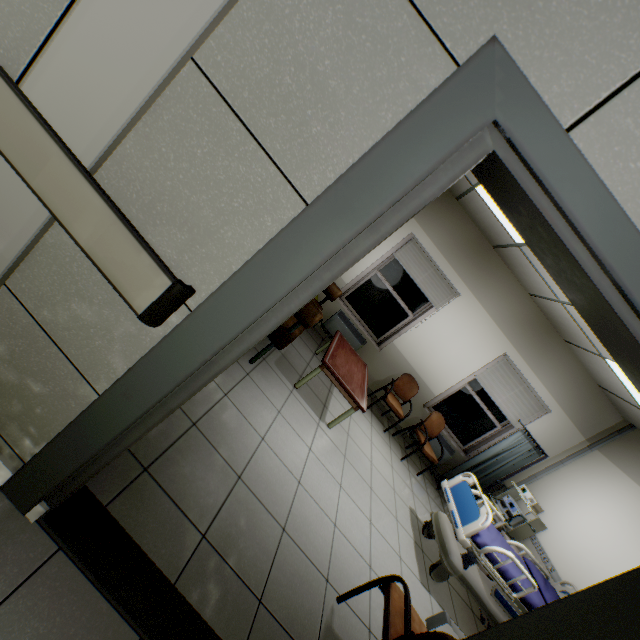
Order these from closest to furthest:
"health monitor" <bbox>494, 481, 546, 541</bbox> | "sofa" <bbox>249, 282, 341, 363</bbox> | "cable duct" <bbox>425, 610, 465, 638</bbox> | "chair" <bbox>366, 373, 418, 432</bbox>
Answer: "cable duct" <bbox>425, 610, 465, 638</bbox>, "sofa" <bbox>249, 282, 341, 363</bbox>, "health monitor" <bbox>494, 481, 546, 541</bbox>, "chair" <bbox>366, 373, 418, 432</bbox>

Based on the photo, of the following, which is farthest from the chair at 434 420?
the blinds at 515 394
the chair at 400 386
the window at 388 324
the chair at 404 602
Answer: the chair at 404 602

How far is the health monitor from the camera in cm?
482

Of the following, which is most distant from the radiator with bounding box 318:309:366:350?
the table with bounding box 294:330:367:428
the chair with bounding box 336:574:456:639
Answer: the chair with bounding box 336:574:456:639

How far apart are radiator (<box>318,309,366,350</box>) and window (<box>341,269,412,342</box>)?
0.1 meters

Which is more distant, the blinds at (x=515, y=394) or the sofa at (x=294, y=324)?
the blinds at (x=515, y=394)

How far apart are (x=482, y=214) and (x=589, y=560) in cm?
492

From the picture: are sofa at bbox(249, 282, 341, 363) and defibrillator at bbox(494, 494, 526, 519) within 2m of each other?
no
